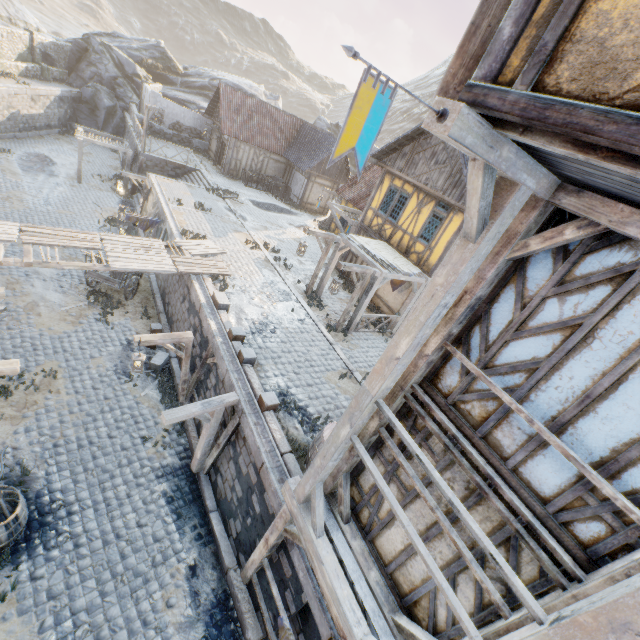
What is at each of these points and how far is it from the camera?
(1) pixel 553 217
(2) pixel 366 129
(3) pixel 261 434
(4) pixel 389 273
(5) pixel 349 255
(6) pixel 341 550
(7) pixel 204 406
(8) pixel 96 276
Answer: (1) building, 3.5m
(2) flag, 1.9m
(3) stone gutter, 7.7m
(4) awning, 12.1m
(5) building, 17.9m
(6) stone foundation, 5.3m
(7) wooden structure, 7.6m
(8) wagon, 13.4m

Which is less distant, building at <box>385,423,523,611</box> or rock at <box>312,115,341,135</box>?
building at <box>385,423,523,611</box>

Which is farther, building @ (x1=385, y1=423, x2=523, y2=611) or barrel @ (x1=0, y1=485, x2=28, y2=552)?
barrel @ (x1=0, y1=485, x2=28, y2=552)

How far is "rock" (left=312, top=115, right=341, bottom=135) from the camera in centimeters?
4346cm

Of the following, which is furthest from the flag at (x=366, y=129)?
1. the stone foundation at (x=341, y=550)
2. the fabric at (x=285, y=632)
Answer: the fabric at (x=285, y=632)

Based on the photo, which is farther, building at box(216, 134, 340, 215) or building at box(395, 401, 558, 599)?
building at box(216, 134, 340, 215)

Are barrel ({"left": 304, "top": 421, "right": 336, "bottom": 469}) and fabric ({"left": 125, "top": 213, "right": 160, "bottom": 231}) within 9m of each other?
no

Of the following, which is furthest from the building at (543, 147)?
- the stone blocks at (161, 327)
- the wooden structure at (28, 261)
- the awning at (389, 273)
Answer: the awning at (389, 273)
